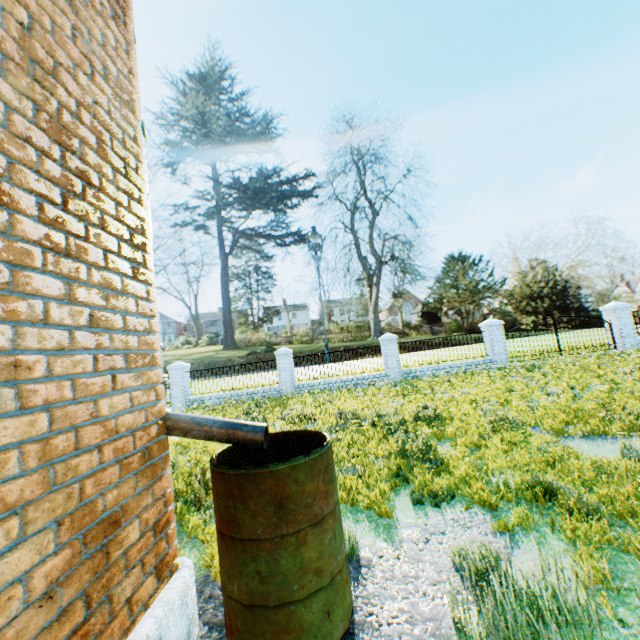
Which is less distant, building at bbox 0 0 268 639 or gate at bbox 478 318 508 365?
building at bbox 0 0 268 639

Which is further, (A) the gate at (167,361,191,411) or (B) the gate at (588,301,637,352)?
(A) the gate at (167,361,191,411)

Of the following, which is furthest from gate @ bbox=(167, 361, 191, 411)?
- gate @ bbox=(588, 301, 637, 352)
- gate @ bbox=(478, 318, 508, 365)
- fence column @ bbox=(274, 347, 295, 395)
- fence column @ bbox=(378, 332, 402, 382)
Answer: gate @ bbox=(588, 301, 637, 352)

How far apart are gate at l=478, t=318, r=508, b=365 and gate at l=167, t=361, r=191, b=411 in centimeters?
1535cm

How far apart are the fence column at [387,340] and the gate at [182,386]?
10.16m

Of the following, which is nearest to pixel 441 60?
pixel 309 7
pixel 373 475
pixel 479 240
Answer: pixel 309 7

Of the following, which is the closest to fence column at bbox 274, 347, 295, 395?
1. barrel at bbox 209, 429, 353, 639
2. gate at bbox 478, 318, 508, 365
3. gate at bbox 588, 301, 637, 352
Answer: gate at bbox 478, 318, 508, 365

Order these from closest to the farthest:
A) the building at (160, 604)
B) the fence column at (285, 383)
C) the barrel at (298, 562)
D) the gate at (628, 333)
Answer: the building at (160, 604), the barrel at (298, 562), the gate at (628, 333), the fence column at (285, 383)
